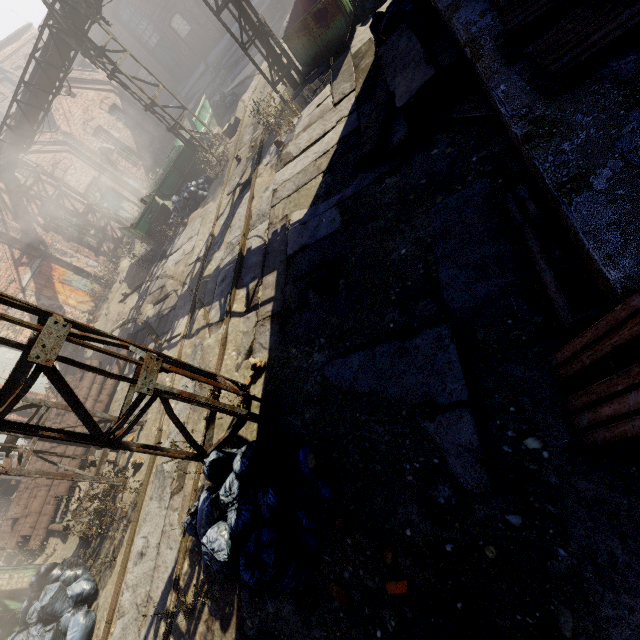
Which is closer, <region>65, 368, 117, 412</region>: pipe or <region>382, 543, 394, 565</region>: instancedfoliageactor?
<region>382, 543, 394, 565</region>: instancedfoliageactor

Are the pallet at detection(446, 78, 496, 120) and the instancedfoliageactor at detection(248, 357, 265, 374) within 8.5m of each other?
yes

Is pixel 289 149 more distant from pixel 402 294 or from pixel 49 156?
pixel 49 156

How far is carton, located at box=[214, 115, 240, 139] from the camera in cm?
1482

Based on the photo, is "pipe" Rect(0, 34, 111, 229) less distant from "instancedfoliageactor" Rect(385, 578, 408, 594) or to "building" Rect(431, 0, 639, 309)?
"building" Rect(431, 0, 639, 309)

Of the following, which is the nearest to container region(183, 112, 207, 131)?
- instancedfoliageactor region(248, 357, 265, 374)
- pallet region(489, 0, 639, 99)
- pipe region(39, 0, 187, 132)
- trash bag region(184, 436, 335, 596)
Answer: pipe region(39, 0, 187, 132)

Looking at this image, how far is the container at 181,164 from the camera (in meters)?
13.45

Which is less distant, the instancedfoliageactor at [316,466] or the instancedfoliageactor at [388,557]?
the instancedfoliageactor at [388,557]
